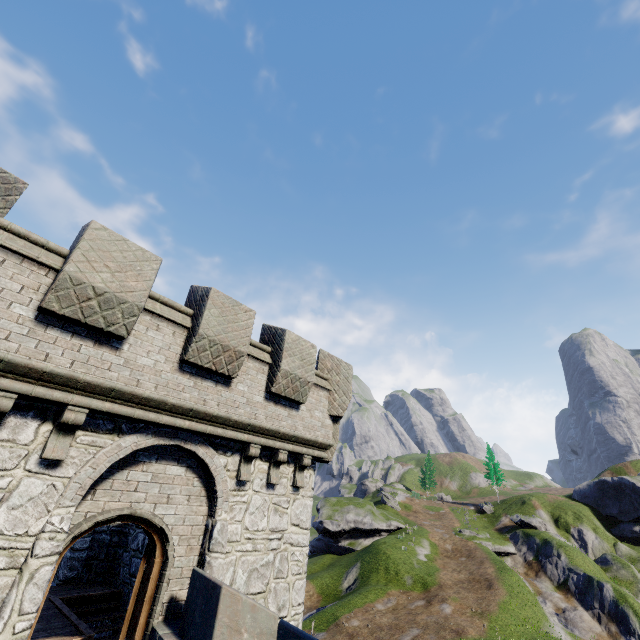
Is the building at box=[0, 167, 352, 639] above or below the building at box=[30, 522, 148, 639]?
above

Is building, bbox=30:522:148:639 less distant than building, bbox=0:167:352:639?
No

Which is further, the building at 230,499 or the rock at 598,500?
the rock at 598,500

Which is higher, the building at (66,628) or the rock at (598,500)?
the rock at (598,500)

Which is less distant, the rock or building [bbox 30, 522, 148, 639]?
building [bbox 30, 522, 148, 639]

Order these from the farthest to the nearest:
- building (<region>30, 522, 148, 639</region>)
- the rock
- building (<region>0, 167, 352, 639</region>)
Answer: the rock, building (<region>30, 522, 148, 639</region>), building (<region>0, 167, 352, 639</region>)

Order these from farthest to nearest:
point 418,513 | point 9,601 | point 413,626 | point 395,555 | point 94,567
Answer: point 418,513 → point 395,555 → point 413,626 → point 94,567 → point 9,601
